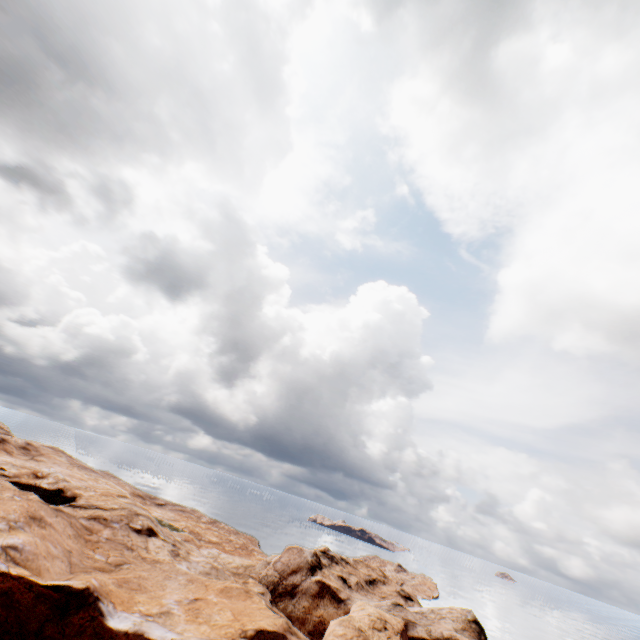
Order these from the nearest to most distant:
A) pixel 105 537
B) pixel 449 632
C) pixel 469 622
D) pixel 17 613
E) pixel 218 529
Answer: pixel 17 613 → pixel 105 537 → pixel 449 632 → pixel 469 622 → pixel 218 529
